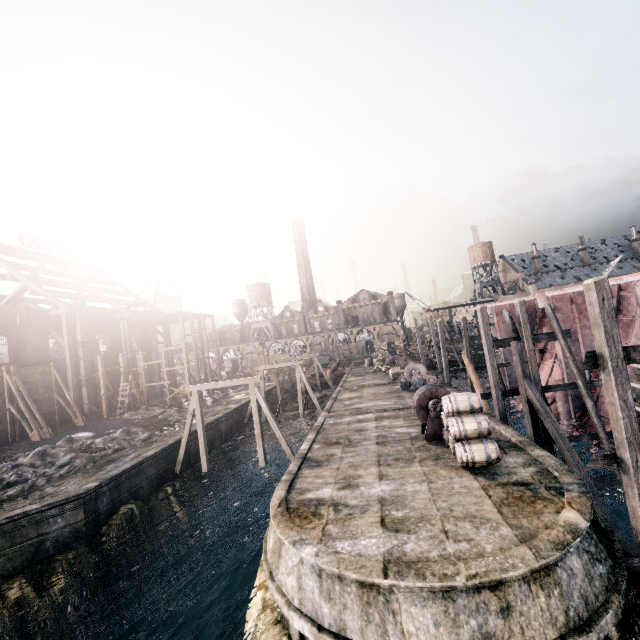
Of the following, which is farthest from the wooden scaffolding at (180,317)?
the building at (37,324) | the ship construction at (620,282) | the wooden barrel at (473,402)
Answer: the ship construction at (620,282)

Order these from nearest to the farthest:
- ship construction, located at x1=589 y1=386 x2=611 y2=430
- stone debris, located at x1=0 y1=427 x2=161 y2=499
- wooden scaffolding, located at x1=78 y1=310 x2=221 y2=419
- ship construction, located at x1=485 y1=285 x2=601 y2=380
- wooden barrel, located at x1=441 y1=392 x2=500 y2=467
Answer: wooden barrel, located at x1=441 y1=392 x2=500 y2=467
ship construction, located at x1=589 y1=386 x2=611 y2=430
stone debris, located at x1=0 y1=427 x2=161 y2=499
ship construction, located at x1=485 y1=285 x2=601 y2=380
wooden scaffolding, located at x1=78 y1=310 x2=221 y2=419

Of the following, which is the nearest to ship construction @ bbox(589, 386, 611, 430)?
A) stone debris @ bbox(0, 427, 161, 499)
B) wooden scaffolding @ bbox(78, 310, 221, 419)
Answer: stone debris @ bbox(0, 427, 161, 499)

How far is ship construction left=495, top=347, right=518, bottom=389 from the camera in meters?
31.1 m

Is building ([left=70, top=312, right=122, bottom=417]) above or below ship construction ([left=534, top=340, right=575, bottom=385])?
above

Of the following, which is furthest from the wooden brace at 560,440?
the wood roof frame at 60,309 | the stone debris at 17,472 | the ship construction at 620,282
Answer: the wood roof frame at 60,309

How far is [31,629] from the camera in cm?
1420

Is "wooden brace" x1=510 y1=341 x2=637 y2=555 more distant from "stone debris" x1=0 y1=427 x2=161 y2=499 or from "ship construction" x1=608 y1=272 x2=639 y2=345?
"stone debris" x1=0 y1=427 x2=161 y2=499
